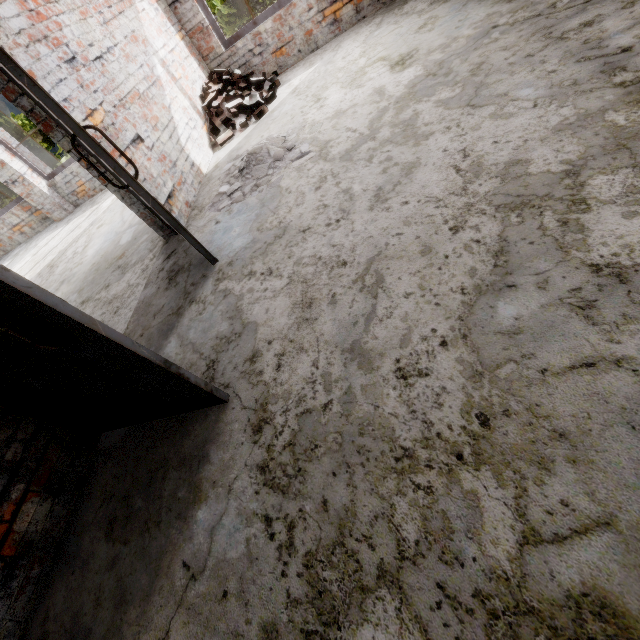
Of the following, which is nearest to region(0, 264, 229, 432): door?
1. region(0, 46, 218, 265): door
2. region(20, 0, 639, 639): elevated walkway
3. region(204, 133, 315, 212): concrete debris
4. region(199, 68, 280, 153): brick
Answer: region(20, 0, 639, 639): elevated walkway

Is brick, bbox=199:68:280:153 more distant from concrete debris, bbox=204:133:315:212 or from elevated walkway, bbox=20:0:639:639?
A: concrete debris, bbox=204:133:315:212

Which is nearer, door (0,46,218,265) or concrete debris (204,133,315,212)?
door (0,46,218,265)

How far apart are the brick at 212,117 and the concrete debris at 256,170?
0.8 meters

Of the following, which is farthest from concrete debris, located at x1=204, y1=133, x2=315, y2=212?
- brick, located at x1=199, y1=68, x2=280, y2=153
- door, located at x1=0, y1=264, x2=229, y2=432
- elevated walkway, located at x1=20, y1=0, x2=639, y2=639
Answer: door, located at x1=0, y1=264, x2=229, y2=432

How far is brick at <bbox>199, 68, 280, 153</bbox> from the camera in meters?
4.9

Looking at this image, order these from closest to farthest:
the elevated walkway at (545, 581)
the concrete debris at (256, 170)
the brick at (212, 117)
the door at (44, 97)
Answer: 1. the elevated walkway at (545, 581)
2. the door at (44, 97)
3. the concrete debris at (256, 170)
4. the brick at (212, 117)

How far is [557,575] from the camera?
0.95m
